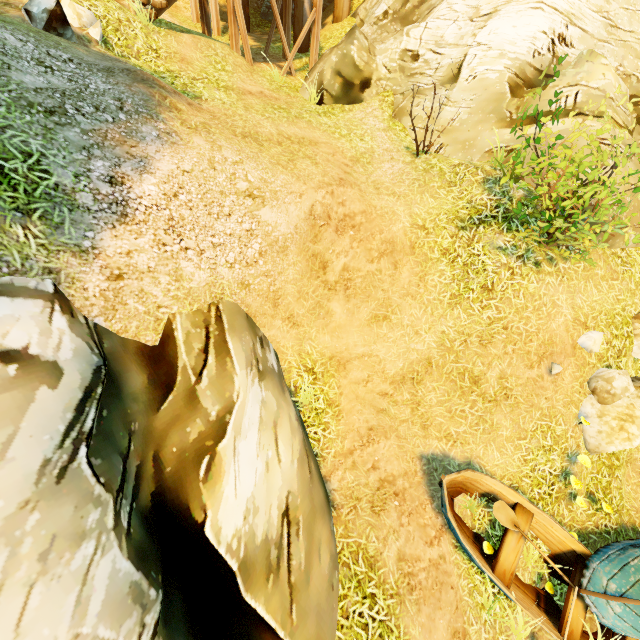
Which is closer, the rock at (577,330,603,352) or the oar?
the oar

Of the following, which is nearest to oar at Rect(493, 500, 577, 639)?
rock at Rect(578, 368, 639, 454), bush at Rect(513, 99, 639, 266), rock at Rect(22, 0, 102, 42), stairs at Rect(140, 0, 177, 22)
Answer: rock at Rect(578, 368, 639, 454)

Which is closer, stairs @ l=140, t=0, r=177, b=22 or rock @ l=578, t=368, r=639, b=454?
rock @ l=578, t=368, r=639, b=454

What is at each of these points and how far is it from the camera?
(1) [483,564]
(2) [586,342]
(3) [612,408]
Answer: (1) boat, 5.0m
(2) rock, 6.1m
(3) rock, 5.9m

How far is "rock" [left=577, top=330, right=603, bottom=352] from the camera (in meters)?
6.07

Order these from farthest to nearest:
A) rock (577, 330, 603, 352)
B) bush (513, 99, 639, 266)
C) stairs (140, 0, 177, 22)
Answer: stairs (140, 0, 177, 22), rock (577, 330, 603, 352), bush (513, 99, 639, 266)

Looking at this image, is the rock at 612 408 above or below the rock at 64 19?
below

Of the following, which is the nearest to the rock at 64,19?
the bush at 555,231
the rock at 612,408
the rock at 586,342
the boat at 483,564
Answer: the bush at 555,231
